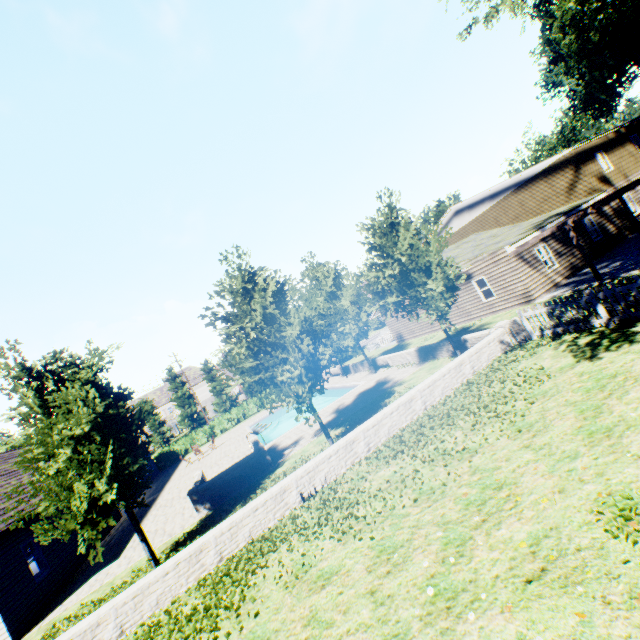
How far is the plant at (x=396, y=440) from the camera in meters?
8.7

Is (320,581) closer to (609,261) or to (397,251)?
(397,251)

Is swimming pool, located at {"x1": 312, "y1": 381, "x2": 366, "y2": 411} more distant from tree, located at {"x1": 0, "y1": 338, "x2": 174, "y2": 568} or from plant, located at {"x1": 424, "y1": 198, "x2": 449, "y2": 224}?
plant, located at {"x1": 424, "y1": 198, "x2": 449, "y2": 224}

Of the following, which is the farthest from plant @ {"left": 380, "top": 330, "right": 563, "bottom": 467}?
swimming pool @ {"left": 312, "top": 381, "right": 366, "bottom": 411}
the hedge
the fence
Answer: the hedge

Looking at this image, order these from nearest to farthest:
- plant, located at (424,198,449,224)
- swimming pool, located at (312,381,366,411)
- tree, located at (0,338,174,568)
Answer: tree, located at (0,338,174,568) < swimming pool, located at (312,381,366,411) < plant, located at (424,198,449,224)

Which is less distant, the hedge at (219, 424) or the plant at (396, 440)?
the plant at (396, 440)

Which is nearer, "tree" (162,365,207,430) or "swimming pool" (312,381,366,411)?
"swimming pool" (312,381,366,411)
